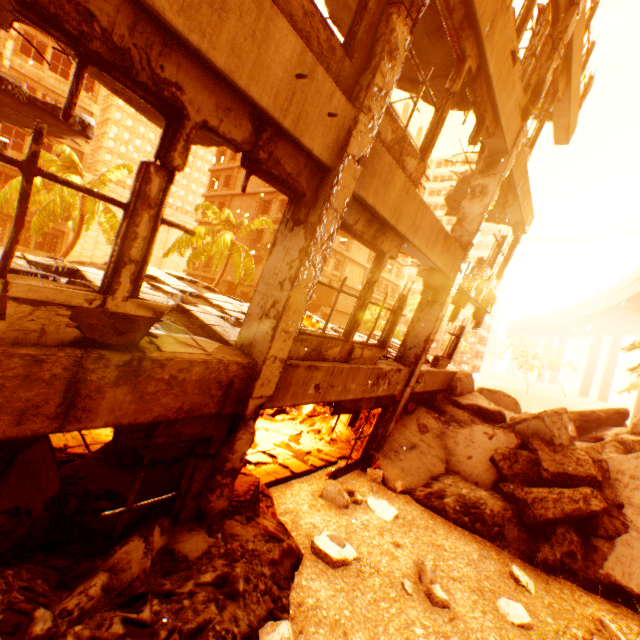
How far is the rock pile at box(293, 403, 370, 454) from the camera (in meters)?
8.82

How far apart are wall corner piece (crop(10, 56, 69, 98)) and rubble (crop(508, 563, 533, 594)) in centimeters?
3350cm

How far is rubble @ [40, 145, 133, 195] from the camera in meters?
18.3 m

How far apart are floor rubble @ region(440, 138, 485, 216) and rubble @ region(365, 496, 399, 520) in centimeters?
831cm

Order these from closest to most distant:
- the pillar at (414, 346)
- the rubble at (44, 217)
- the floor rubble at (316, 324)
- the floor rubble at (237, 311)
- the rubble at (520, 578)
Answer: the floor rubble at (237, 311) → the rubble at (520, 578) → the pillar at (414, 346) → the floor rubble at (316, 324) → the rubble at (44, 217)

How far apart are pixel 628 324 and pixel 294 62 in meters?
74.4

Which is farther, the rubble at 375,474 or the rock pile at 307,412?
the rock pile at 307,412

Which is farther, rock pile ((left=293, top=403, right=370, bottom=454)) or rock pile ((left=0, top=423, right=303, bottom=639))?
rock pile ((left=293, top=403, right=370, bottom=454))
